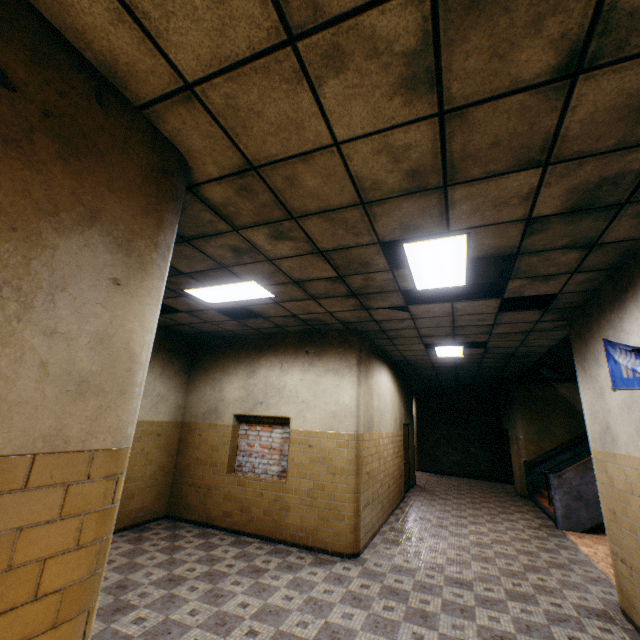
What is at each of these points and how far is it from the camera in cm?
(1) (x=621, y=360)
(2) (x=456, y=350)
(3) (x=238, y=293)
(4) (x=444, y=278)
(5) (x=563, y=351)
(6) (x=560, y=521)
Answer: (1) banner, 360
(2) lamp, 792
(3) lamp, 497
(4) lamp, 409
(5) stairs, 700
(6) stairs, 763

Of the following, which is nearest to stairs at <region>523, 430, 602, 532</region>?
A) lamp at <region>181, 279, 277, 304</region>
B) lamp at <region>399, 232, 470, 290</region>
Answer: lamp at <region>399, 232, 470, 290</region>

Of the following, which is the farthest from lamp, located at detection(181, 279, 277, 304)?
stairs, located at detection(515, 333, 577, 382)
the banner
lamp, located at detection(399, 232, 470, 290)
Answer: stairs, located at detection(515, 333, 577, 382)

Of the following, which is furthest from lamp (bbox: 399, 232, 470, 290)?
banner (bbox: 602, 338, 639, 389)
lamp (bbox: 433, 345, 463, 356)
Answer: lamp (bbox: 433, 345, 463, 356)

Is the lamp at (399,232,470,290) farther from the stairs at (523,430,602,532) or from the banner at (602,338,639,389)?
the stairs at (523,430,602,532)

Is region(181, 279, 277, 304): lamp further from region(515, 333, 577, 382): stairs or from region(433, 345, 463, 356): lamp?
region(515, 333, 577, 382): stairs

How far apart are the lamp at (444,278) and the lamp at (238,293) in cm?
203

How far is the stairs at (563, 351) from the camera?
6.84m
